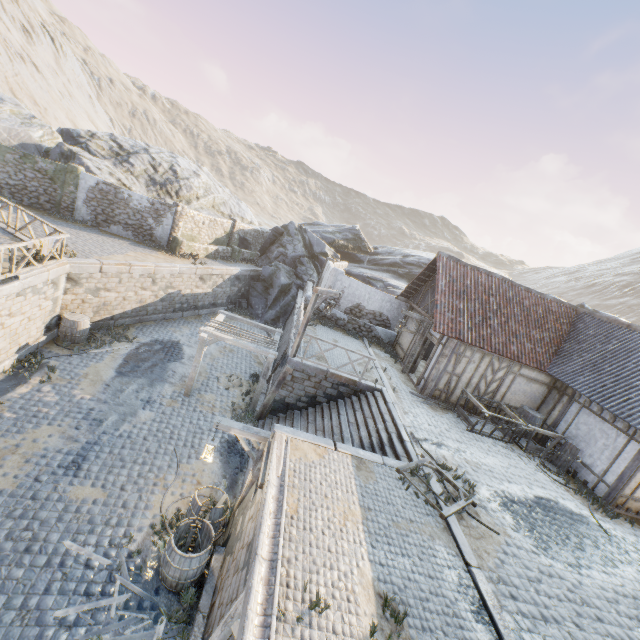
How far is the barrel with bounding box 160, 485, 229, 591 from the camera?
6.8m

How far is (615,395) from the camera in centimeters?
1111cm

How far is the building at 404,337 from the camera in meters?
16.7 m

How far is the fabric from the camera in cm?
1089

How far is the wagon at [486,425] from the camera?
12.2m

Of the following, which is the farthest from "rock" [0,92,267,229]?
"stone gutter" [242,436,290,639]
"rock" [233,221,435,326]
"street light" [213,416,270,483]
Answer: "street light" [213,416,270,483]

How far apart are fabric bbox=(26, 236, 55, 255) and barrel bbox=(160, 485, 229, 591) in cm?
1020

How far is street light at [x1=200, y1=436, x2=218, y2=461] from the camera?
8.1 meters
